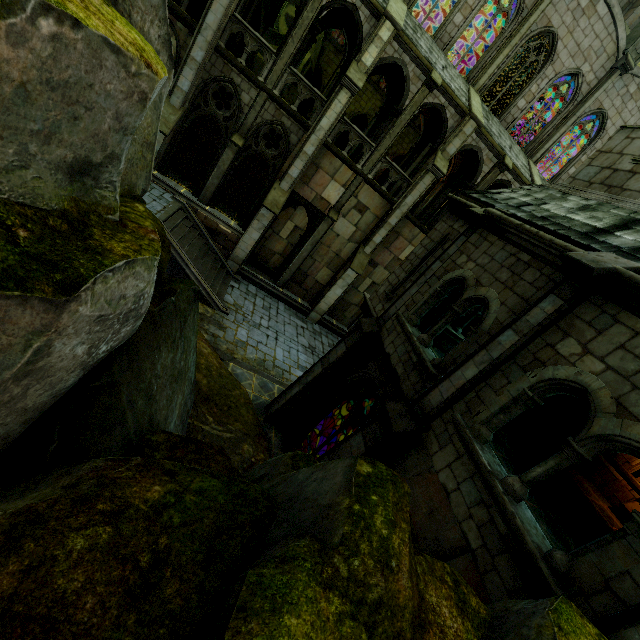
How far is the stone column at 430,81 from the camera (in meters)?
15.28

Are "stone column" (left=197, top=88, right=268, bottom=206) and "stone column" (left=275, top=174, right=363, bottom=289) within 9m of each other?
yes

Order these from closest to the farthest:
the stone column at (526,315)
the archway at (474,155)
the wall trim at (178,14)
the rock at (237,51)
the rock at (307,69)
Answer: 1. the stone column at (526,315)
2. the wall trim at (178,14)
3. the rock at (237,51)
4. the archway at (474,155)
5. the rock at (307,69)

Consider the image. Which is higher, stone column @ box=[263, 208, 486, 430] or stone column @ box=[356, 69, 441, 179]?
Answer: stone column @ box=[356, 69, 441, 179]

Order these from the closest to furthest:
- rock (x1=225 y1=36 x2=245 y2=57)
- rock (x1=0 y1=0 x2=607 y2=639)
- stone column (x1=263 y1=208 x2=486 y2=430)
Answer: rock (x1=0 y1=0 x2=607 y2=639)
stone column (x1=263 y1=208 x2=486 y2=430)
rock (x1=225 y1=36 x2=245 y2=57)

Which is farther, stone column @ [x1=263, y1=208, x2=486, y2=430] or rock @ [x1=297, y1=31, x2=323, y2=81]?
rock @ [x1=297, y1=31, x2=323, y2=81]

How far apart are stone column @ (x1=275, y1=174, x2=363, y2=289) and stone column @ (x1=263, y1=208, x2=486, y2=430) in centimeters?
952cm

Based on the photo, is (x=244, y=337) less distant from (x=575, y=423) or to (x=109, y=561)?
(x=109, y=561)
